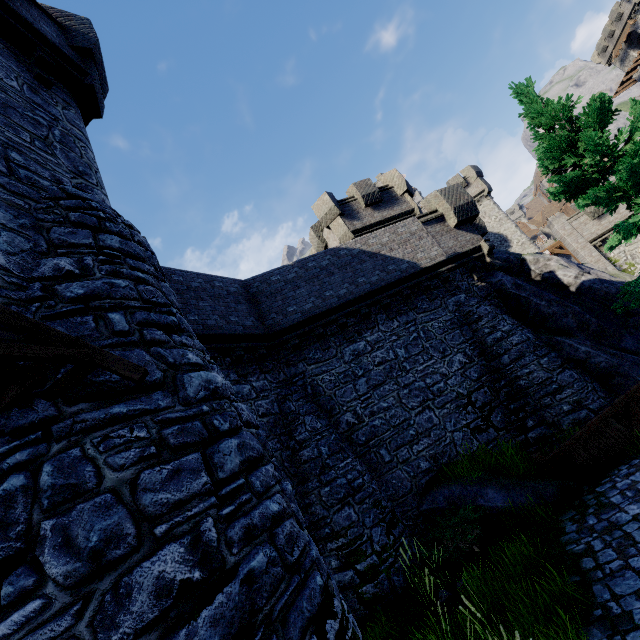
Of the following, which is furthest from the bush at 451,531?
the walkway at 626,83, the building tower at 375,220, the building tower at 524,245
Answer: the walkway at 626,83

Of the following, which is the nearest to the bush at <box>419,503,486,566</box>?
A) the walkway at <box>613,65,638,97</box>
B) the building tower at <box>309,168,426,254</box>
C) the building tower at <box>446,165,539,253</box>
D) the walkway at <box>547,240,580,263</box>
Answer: the building tower at <box>309,168,426,254</box>

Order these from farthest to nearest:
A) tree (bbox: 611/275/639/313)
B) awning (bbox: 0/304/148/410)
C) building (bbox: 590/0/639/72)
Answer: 1. building (bbox: 590/0/639/72)
2. tree (bbox: 611/275/639/313)
3. awning (bbox: 0/304/148/410)

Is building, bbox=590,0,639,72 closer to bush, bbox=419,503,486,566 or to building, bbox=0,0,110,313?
bush, bbox=419,503,486,566

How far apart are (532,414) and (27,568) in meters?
12.9

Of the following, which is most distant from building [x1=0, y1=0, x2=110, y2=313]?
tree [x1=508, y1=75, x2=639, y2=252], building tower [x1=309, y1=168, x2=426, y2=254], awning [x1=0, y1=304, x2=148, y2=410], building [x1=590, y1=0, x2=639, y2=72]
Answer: building [x1=590, y1=0, x2=639, y2=72]

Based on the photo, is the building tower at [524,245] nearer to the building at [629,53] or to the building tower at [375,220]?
the building tower at [375,220]

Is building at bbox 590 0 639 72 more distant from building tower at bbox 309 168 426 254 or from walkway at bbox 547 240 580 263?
building tower at bbox 309 168 426 254
